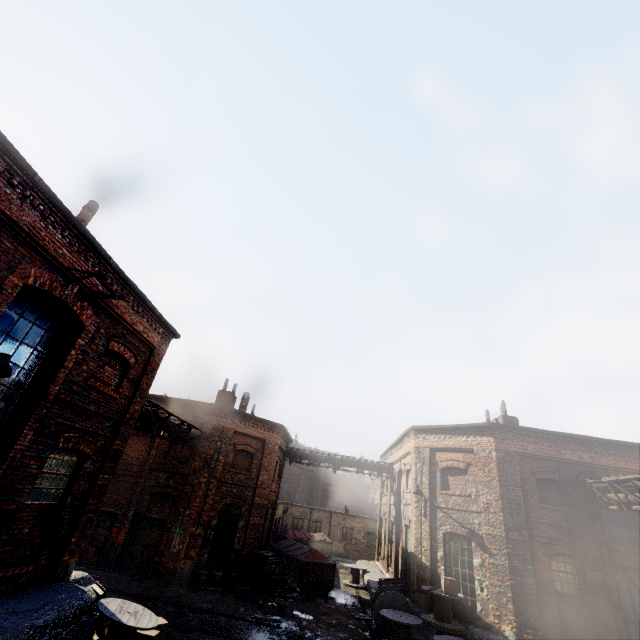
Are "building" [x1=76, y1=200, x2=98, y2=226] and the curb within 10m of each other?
no

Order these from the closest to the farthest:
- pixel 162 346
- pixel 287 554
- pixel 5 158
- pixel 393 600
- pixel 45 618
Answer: pixel 5 158 < pixel 45 618 < pixel 162 346 < pixel 393 600 < pixel 287 554

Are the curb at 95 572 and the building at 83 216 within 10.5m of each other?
no

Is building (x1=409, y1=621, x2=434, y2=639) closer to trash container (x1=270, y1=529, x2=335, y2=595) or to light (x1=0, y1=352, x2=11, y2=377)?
trash container (x1=270, y1=529, x2=335, y2=595)

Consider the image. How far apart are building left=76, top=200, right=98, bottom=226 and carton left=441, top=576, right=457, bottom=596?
17.8m

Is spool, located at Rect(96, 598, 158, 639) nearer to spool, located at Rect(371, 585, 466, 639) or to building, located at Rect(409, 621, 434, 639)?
spool, located at Rect(371, 585, 466, 639)

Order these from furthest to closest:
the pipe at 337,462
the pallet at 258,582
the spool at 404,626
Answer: the pipe at 337,462, the pallet at 258,582, the spool at 404,626

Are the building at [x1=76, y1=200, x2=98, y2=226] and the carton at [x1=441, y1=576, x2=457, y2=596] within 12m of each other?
no
